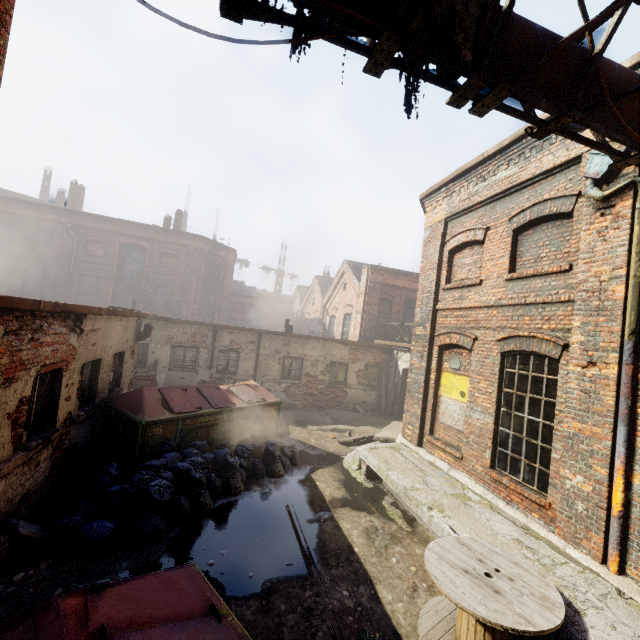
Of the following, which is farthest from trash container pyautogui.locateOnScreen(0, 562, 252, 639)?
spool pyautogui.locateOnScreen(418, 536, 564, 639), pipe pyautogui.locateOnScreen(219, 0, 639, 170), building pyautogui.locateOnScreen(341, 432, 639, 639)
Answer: pipe pyautogui.locateOnScreen(219, 0, 639, 170)

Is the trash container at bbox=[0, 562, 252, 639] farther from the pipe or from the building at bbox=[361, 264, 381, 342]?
the building at bbox=[361, 264, 381, 342]

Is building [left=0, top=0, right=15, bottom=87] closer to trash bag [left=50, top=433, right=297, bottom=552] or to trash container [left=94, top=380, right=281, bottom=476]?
trash bag [left=50, top=433, right=297, bottom=552]

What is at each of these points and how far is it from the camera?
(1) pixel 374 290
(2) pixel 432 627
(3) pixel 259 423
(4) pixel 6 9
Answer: (1) building, 19.39m
(2) spool, 4.23m
(3) trash container, 9.73m
(4) building, 2.79m

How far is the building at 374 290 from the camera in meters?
19.2 m

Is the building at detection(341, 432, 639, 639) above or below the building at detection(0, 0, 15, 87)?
below

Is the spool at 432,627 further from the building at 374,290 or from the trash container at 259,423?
the building at 374,290

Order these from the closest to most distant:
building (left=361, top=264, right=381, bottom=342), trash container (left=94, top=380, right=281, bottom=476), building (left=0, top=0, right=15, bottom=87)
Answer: building (left=0, top=0, right=15, bottom=87) < trash container (left=94, top=380, right=281, bottom=476) < building (left=361, top=264, right=381, bottom=342)
